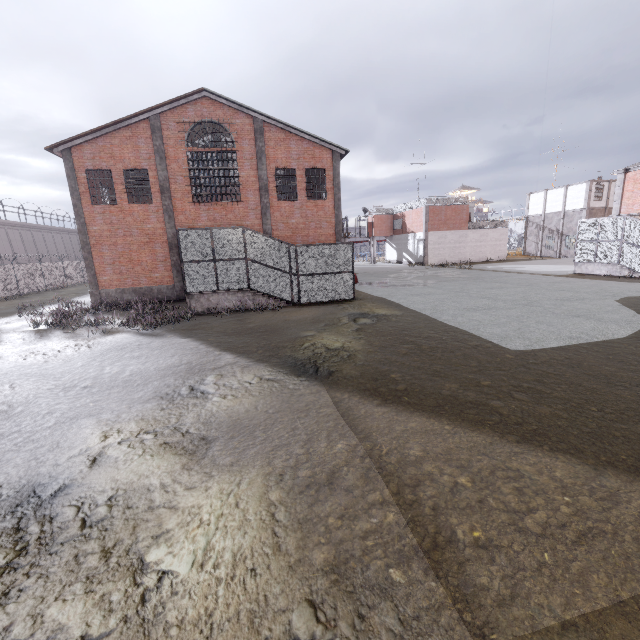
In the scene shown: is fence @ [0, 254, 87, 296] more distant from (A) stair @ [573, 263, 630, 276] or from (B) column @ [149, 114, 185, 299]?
(A) stair @ [573, 263, 630, 276]

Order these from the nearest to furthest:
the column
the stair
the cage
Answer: the column
the cage
the stair

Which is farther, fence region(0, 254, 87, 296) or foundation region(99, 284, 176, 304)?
fence region(0, 254, 87, 296)

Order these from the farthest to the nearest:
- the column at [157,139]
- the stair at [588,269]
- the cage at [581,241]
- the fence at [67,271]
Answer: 1. the fence at [67,271]
2. the stair at [588,269]
3. the cage at [581,241]
4. the column at [157,139]

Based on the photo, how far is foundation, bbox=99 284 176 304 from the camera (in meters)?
20.17

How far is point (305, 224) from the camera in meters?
21.9

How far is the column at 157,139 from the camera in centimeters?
1892cm

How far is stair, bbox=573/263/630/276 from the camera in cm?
2075
